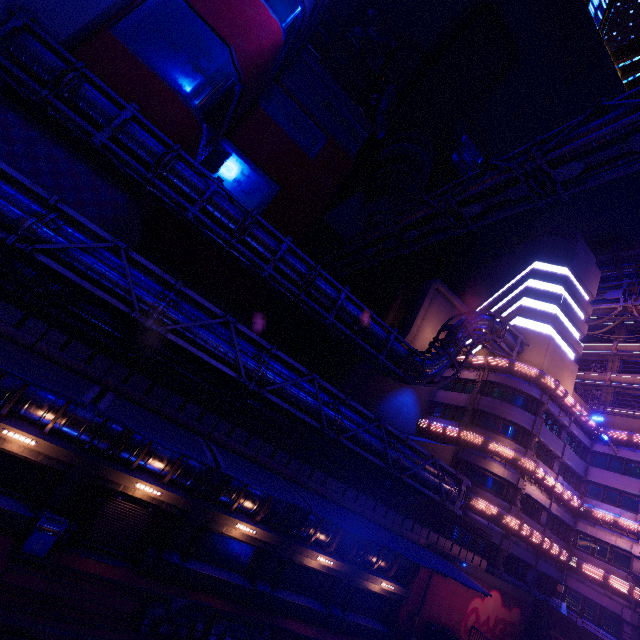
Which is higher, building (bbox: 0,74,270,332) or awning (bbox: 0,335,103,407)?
building (bbox: 0,74,270,332)

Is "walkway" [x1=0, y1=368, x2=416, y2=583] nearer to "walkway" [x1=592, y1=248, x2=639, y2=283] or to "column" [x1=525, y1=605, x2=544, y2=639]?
"column" [x1=525, y1=605, x2=544, y2=639]

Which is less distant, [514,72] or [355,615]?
[355,615]

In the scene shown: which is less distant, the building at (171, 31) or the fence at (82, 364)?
the fence at (82, 364)

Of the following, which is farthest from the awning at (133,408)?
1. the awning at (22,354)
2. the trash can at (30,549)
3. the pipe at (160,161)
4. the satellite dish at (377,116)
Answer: the satellite dish at (377,116)

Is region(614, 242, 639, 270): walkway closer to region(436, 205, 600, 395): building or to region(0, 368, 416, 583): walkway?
region(436, 205, 600, 395): building

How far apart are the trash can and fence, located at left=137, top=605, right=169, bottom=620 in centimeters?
351cm

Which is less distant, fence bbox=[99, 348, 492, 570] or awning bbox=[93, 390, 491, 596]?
awning bbox=[93, 390, 491, 596]
